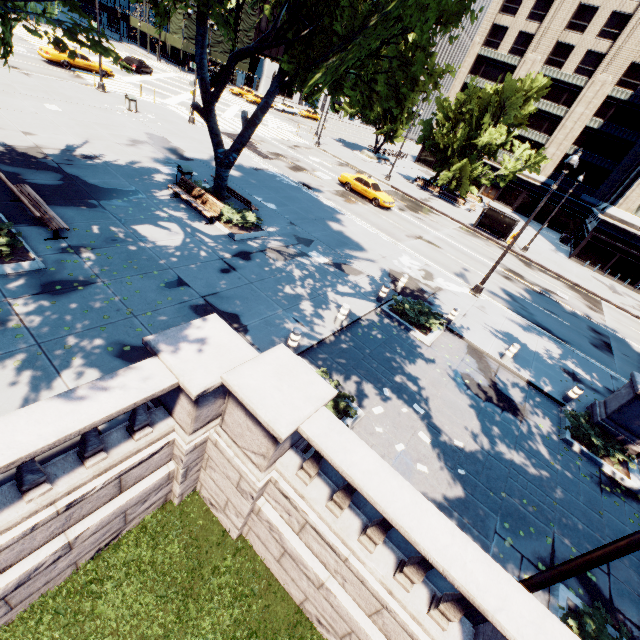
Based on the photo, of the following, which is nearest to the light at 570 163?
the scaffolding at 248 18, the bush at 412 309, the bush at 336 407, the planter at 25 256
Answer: the bush at 412 309

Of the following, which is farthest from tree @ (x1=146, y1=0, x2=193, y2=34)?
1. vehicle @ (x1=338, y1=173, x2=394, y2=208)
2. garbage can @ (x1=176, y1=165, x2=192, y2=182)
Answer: vehicle @ (x1=338, y1=173, x2=394, y2=208)

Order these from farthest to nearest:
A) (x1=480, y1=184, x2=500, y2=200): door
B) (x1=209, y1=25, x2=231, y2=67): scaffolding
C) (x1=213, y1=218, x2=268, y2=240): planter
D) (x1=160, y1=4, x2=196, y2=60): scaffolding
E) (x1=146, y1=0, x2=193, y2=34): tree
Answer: (x1=480, y1=184, x2=500, y2=200): door < (x1=209, y1=25, x2=231, y2=67): scaffolding < (x1=160, y1=4, x2=196, y2=60): scaffolding < (x1=213, y1=218, x2=268, y2=240): planter < (x1=146, y1=0, x2=193, y2=34): tree

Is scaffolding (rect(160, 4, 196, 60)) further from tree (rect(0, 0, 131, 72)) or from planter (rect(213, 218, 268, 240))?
planter (rect(213, 218, 268, 240))

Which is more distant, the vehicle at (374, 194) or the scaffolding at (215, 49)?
the scaffolding at (215, 49)

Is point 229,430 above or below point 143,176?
above

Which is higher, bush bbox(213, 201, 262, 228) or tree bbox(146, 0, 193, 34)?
tree bbox(146, 0, 193, 34)

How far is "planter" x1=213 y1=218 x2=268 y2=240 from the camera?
13.4 meters
